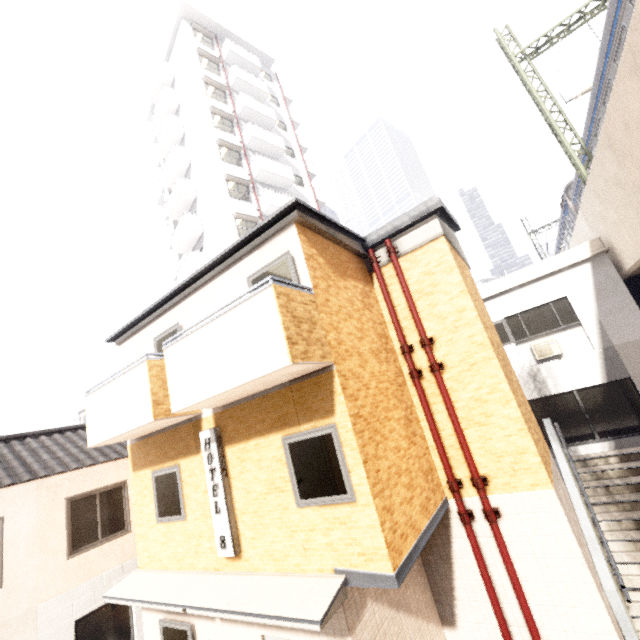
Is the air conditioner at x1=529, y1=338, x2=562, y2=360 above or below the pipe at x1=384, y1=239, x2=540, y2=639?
above

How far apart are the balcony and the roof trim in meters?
10.4 m

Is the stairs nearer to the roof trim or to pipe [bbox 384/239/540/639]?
pipe [bbox 384/239/540/639]

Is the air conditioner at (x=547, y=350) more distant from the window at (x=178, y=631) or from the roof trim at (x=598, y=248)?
the window at (x=178, y=631)

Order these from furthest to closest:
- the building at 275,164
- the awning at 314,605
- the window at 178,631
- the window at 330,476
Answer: the building at 275,164
the window at 178,631
the window at 330,476
the awning at 314,605

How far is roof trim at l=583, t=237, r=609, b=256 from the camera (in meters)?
10.40

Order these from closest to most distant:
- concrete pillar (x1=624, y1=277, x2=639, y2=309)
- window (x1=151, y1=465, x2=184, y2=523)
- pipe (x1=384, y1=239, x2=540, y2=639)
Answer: pipe (x1=384, y1=239, x2=540, y2=639) → window (x1=151, y1=465, x2=184, y2=523) → concrete pillar (x1=624, y1=277, x2=639, y2=309)

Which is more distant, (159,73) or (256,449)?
(159,73)
